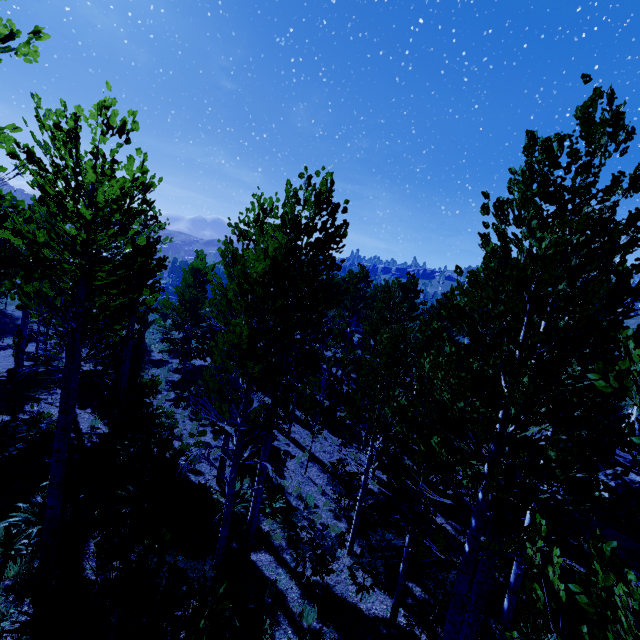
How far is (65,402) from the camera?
6.0m

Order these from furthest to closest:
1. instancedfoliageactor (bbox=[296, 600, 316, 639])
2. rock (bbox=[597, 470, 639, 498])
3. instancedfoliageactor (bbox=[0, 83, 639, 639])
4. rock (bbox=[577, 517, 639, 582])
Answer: rock (bbox=[597, 470, 639, 498]) < rock (bbox=[577, 517, 639, 582]) < instancedfoliageactor (bbox=[296, 600, 316, 639]) < instancedfoliageactor (bbox=[0, 83, 639, 639])

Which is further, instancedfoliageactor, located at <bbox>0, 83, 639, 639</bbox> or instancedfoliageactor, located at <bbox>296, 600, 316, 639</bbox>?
instancedfoliageactor, located at <bbox>296, 600, 316, 639</bbox>

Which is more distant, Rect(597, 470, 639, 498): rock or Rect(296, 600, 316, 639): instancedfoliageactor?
Rect(597, 470, 639, 498): rock

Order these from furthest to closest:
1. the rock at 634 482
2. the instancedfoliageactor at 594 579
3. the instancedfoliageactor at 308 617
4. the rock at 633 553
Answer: the rock at 634 482
the rock at 633 553
the instancedfoliageactor at 308 617
the instancedfoliageactor at 594 579

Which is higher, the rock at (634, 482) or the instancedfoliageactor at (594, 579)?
the instancedfoliageactor at (594, 579)

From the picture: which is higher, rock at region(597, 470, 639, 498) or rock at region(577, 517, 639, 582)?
rock at region(597, 470, 639, 498)
